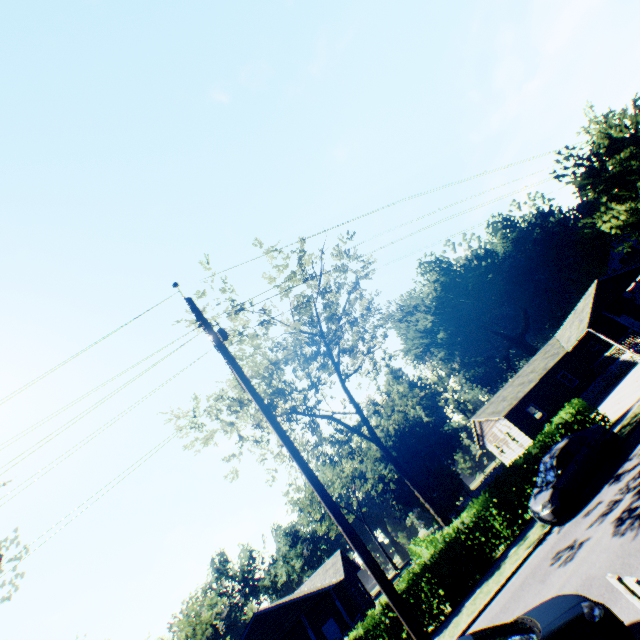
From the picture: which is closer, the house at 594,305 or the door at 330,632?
the door at 330,632

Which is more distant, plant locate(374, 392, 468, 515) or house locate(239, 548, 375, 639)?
plant locate(374, 392, 468, 515)

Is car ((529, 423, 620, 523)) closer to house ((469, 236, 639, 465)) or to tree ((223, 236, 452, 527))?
tree ((223, 236, 452, 527))

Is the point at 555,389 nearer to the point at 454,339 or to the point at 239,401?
the point at 454,339

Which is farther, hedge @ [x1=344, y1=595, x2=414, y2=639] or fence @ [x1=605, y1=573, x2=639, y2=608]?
hedge @ [x1=344, y1=595, x2=414, y2=639]

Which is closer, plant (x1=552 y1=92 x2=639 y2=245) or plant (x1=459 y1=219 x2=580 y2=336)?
plant (x1=552 y1=92 x2=639 y2=245)

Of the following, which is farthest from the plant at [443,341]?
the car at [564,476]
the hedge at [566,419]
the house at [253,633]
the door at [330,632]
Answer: the door at [330,632]

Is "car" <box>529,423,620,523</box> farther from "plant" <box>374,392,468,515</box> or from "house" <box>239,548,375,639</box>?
"house" <box>239,548,375,639</box>
